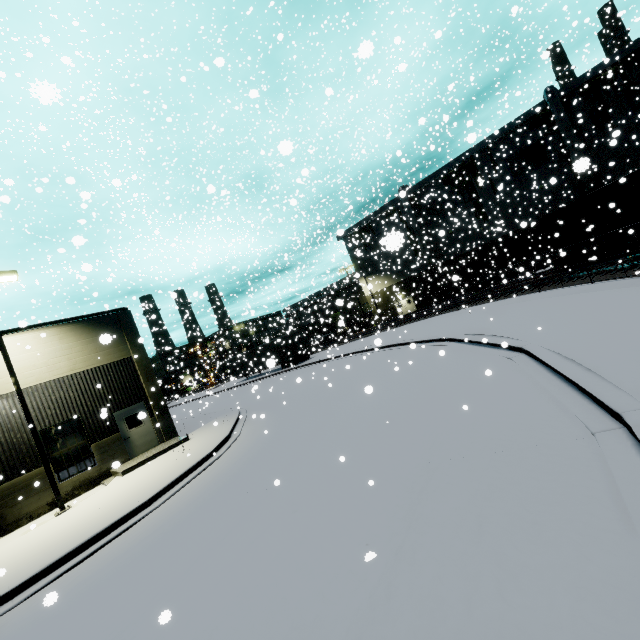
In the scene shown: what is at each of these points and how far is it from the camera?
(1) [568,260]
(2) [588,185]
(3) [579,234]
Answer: (1) bogie, 23.4m
(2) vent duct, 30.5m
(3) coal car, 21.5m

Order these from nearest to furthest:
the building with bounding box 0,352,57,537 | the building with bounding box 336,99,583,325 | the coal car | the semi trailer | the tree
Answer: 1. the building with bounding box 0,352,57,537
2. the coal car
3. the semi trailer
4. the building with bounding box 336,99,583,325
5. the tree

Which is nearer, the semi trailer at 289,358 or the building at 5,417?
the building at 5,417

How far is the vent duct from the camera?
3.98m

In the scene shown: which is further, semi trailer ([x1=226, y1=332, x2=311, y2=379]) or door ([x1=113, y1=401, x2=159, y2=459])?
semi trailer ([x1=226, y1=332, x2=311, y2=379])

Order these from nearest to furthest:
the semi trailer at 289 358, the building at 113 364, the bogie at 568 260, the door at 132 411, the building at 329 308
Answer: the building at 113 364 → the door at 132 411 → the bogie at 568 260 → the semi trailer at 289 358 → the building at 329 308

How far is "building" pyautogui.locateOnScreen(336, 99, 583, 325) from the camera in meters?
32.7 m

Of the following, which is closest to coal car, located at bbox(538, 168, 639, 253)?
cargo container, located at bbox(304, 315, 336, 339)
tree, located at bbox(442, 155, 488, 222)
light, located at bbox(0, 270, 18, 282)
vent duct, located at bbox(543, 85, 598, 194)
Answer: tree, located at bbox(442, 155, 488, 222)
